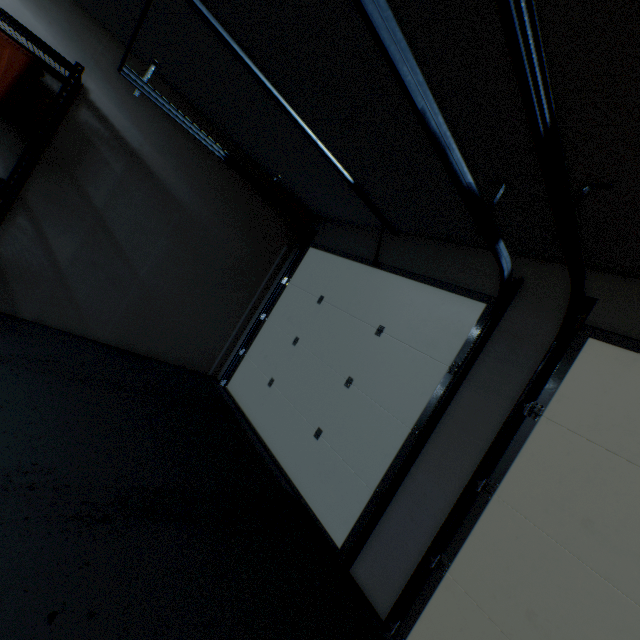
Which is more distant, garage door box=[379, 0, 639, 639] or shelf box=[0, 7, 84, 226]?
shelf box=[0, 7, 84, 226]

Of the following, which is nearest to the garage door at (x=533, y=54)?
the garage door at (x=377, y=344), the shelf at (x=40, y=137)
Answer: the garage door at (x=377, y=344)

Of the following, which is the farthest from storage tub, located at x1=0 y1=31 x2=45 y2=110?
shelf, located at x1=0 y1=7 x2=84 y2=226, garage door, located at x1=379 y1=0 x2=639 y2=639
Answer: garage door, located at x1=379 y1=0 x2=639 y2=639

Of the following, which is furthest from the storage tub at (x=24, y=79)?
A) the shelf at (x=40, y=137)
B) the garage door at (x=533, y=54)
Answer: the garage door at (x=533, y=54)

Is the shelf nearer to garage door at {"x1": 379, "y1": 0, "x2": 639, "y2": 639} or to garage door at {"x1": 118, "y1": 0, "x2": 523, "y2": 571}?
garage door at {"x1": 118, "y1": 0, "x2": 523, "y2": 571}

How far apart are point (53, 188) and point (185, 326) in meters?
1.7 m

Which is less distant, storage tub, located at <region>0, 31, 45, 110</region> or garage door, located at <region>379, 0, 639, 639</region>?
garage door, located at <region>379, 0, 639, 639</region>
